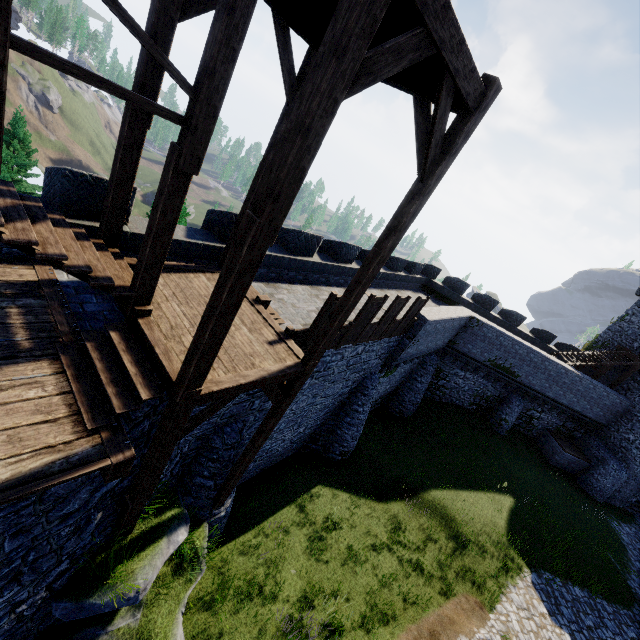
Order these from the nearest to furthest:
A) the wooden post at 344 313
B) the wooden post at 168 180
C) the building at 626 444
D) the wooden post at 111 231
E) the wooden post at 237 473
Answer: the wooden post at 168 180
the wooden post at 111 231
the wooden post at 344 313
the wooden post at 237 473
the building at 626 444

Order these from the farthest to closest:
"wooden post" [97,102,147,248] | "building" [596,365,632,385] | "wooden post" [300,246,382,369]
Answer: "building" [596,365,632,385]
"wooden post" [300,246,382,369]
"wooden post" [97,102,147,248]

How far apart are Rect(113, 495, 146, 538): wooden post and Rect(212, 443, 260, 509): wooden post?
2.6m

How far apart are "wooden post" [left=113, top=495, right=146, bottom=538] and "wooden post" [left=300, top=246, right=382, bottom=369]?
4.0 meters

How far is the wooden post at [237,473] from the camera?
8.6m

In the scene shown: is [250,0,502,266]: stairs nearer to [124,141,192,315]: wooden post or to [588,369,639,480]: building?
[124,141,192,315]: wooden post

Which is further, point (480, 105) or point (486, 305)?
point (486, 305)

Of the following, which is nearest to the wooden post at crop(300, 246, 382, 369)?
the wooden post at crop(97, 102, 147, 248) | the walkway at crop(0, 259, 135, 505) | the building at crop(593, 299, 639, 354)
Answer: the walkway at crop(0, 259, 135, 505)
